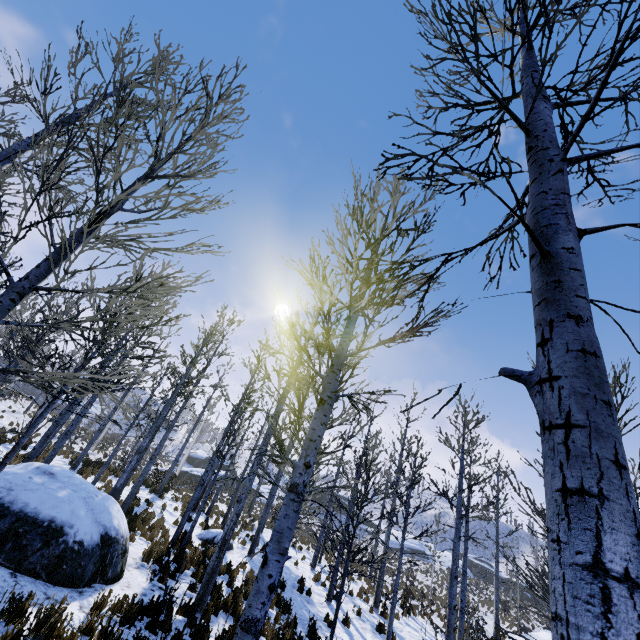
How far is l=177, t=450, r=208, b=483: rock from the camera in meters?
37.0

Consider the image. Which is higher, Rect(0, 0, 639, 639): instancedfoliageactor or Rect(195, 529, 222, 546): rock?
Rect(0, 0, 639, 639): instancedfoliageactor

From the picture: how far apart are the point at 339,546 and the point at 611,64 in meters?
16.8

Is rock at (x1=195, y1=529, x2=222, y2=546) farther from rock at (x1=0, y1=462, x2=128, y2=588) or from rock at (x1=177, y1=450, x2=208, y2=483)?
rock at (x1=177, y1=450, x2=208, y2=483)

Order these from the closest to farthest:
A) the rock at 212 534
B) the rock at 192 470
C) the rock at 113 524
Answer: the rock at 113 524, the rock at 212 534, the rock at 192 470

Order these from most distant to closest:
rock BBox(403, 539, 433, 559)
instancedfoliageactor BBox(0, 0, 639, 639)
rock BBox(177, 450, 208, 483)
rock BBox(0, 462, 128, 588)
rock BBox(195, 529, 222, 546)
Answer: rock BBox(403, 539, 433, 559), rock BBox(177, 450, 208, 483), rock BBox(195, 529, 222, 546), rock BBox(0, 462, 128, 588), instancedfoliageactor BBox(0, 0, 639, 639)

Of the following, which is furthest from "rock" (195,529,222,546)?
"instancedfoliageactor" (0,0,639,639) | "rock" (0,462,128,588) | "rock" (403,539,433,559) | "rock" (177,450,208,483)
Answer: "rock" (403,539,433,559)

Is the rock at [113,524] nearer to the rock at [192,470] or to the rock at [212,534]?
the rock at [212,534]
